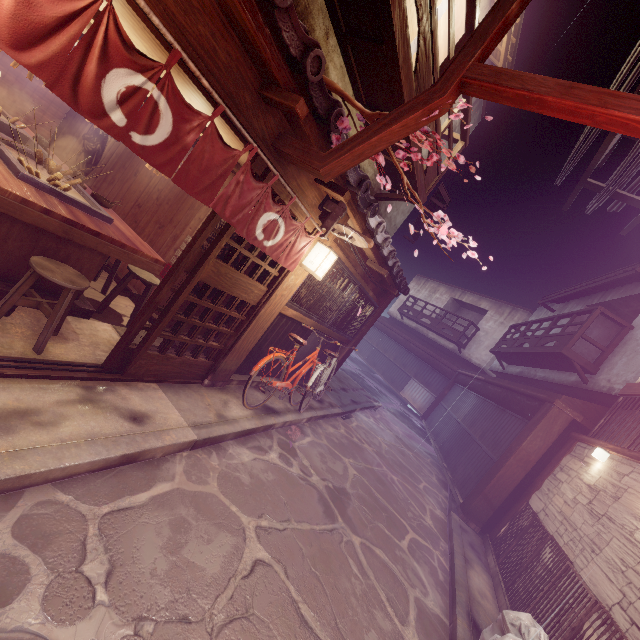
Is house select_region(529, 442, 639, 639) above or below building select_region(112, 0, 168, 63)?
below

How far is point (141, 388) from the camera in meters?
6.6

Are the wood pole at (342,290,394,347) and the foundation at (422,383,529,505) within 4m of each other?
no

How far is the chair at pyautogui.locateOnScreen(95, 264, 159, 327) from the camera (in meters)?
8.13

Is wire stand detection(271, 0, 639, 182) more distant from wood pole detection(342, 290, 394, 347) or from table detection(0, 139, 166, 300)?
wood pole detection(342, 290, 394, 347)

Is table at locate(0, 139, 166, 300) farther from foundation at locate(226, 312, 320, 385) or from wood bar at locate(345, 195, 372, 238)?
wood bar at locate(345, 195, 372, 238)

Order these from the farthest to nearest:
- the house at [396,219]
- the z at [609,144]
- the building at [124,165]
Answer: the house at [396,219] → the building at [124,165] → the z at [609,144]

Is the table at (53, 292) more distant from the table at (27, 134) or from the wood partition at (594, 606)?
the wood partition at (594, 606)
